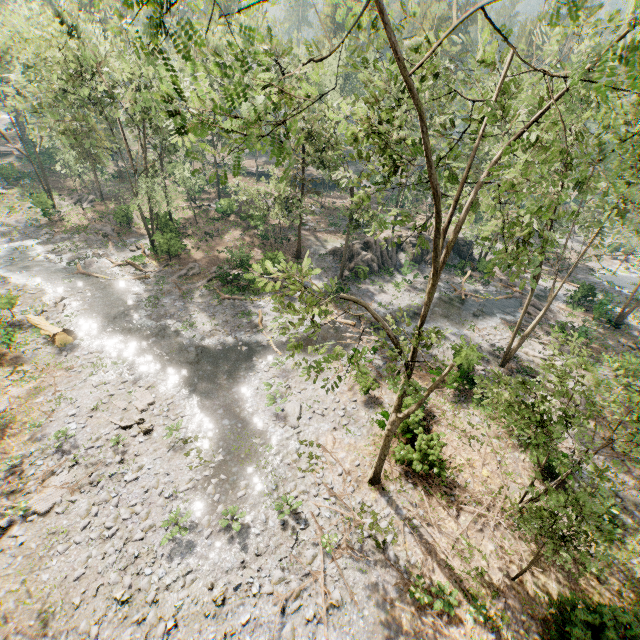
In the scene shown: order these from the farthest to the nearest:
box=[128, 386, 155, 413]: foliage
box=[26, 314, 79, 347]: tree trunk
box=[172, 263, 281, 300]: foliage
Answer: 1. box=[26, 314, 79, 347]: tree trunk
2. box=[128, 386, 155, 413]: foliage
3. box=[172, 263, 281, 300]: foliage

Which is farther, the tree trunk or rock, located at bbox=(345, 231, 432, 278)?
rock, located at bbox=(345, 231, 432, 278)

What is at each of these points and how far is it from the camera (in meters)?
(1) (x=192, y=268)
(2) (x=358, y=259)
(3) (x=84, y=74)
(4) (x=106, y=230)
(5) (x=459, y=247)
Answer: (1) foliage, 31.11
(2) rock, 34.38
(3) foliage, 23.39
(4) foliage, 35.75
(5) rock, 40.41

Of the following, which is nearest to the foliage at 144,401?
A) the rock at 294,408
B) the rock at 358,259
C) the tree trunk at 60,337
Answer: the rock at 358,259

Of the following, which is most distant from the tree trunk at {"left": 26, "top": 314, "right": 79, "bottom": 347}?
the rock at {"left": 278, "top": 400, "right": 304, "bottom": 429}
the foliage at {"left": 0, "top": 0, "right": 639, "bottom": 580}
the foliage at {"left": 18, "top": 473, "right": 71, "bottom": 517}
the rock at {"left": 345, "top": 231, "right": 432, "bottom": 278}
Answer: the rock at {"left": 345, "top": 231, "right": 432, "bottom": 278}

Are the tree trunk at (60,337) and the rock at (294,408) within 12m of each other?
no

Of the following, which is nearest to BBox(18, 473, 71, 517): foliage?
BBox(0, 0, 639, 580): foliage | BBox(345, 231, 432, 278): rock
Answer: BBox(0, 0, 639, 580): foliage

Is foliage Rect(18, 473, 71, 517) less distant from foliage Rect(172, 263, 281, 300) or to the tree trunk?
foliage Rect(172, 263, 281, 300)
